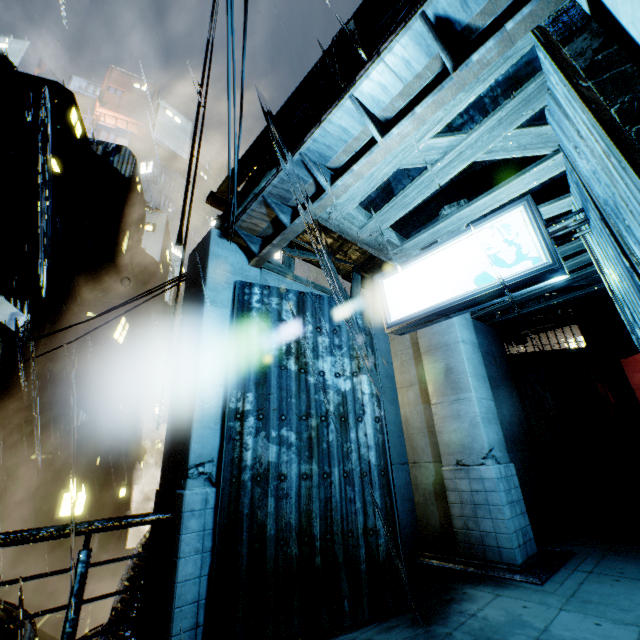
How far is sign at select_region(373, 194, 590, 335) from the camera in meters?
4.2

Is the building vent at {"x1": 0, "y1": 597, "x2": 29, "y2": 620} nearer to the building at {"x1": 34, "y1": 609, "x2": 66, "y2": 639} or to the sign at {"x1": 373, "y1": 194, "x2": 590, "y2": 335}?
the building at {"x1": 34, "y1": 609, "x2": 66, "y2": 639}

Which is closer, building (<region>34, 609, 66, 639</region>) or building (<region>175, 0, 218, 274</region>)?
building (<region>175, 0, 218, 274</region>)

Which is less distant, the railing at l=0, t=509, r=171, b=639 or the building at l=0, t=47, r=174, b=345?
the railing at l=0, t=509, r=171, b=639

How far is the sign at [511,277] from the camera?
4.2 meters

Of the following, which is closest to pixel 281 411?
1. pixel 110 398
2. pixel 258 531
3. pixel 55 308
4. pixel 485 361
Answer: pixel 258 531

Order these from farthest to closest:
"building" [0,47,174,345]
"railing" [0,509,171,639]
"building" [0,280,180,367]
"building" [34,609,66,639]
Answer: "building" [0,47,174,345] < "building" [0,280,180,367] < "building" [34,609,66,639] < "railing" [0,509,171,639]

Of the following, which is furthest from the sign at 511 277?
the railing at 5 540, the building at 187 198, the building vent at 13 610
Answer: the building vent at 13 610
